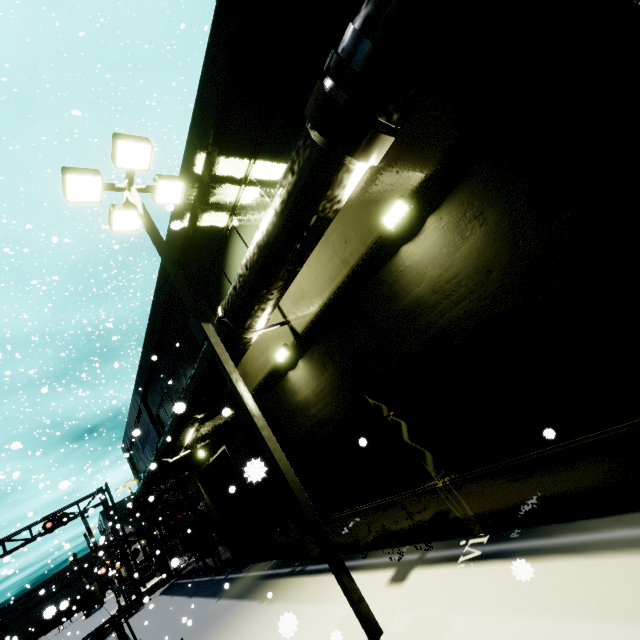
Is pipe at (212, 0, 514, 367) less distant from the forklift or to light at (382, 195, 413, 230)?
light at (382, 195, 413, 230)

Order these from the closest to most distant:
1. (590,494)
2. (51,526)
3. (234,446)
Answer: (590,494)
(234,446)
(51,526)

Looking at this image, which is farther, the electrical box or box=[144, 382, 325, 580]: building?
the electrical box

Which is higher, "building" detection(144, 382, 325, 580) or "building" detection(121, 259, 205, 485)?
"building" detection(121, 259, 205, 485)

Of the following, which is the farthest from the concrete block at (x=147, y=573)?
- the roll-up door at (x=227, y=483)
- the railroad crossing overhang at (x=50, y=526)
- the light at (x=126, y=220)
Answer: the light at (x=126, y=220)

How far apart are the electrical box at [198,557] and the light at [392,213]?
20.46m

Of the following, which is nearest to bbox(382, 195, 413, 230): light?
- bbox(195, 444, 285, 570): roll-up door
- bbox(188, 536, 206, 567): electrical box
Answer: bbox(195, 444, 285, 570): roll-up door

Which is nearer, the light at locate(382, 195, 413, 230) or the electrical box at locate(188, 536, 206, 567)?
the light at locate(382, 195, 413, 230)
